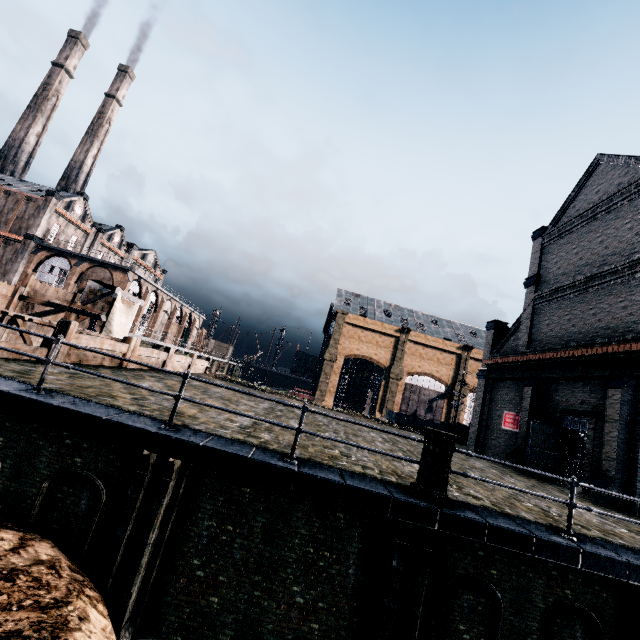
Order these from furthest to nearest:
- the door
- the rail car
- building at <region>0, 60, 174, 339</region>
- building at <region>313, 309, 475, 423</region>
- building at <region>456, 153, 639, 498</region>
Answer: building at <region>313, 309, 475, 423</region> → the rail car → building at <region>0, 60, 174, 339</region> → the door → building at <region>456, 153, 639, 498</region>

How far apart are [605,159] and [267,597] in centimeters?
2947cm

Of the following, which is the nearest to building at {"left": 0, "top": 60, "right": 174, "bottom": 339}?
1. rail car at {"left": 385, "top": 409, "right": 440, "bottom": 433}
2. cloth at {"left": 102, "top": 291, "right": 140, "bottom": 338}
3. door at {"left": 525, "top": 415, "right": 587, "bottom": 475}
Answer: cloth at {"left": 102, "top": 291, "right": 140, "bottom": 338}

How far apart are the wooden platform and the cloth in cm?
1

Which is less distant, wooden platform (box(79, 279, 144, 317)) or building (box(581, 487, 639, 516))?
building (box(581, 487, 639, 516))

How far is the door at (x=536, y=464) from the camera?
18.4 meters

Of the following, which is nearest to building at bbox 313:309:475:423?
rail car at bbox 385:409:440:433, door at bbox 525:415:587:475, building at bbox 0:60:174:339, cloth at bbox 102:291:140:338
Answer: door at bbox 525:415:587:475

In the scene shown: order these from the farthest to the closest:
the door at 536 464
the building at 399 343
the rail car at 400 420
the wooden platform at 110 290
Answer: the building at 399 343, the rail car at 400 420, the wooden platform at 110 290, the door at 536 464
